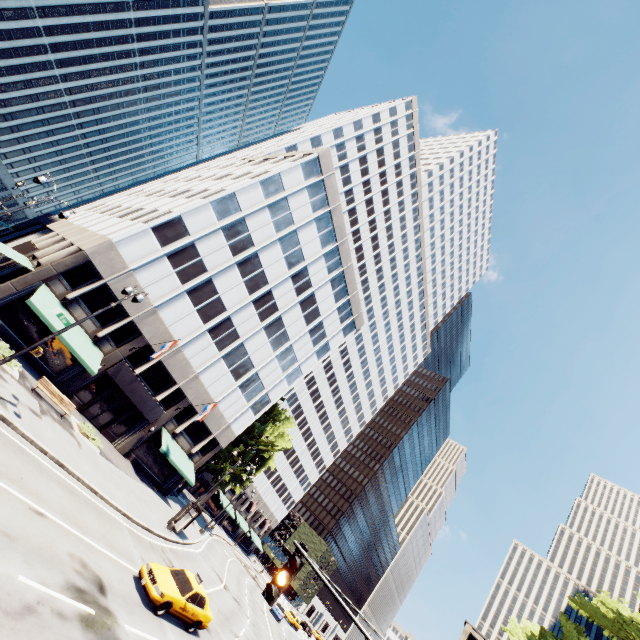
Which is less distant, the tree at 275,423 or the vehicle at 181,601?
the vehicle at 181,601

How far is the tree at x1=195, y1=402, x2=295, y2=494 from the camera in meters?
39.9

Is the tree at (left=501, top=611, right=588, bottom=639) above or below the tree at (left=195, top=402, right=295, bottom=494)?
above

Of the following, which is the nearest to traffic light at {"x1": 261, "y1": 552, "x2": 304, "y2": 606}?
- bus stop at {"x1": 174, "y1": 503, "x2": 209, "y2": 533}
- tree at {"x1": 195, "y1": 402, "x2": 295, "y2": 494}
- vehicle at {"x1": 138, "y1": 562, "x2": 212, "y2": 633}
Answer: vehicle at {"x1": 138, "y1": 562, "x2": 212, "y2": 633}

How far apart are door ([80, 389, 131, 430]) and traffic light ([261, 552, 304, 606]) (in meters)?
26.86

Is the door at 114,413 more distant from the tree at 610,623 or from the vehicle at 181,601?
the vehicle at 181,601

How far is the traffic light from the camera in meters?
5.8 m

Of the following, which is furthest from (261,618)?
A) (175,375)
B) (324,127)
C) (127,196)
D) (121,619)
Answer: (324,127)
